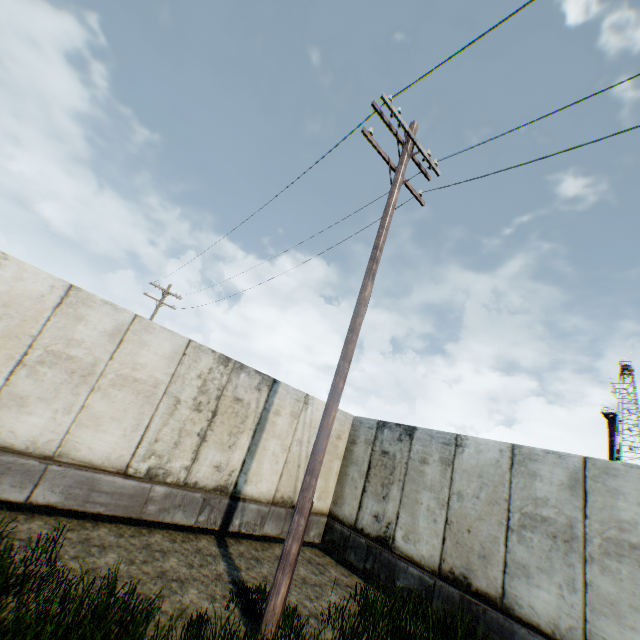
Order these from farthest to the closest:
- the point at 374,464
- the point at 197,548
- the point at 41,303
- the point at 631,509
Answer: the point at 374,464 → the point at 197,548 → the point at 41,303 → the point at 631,509
